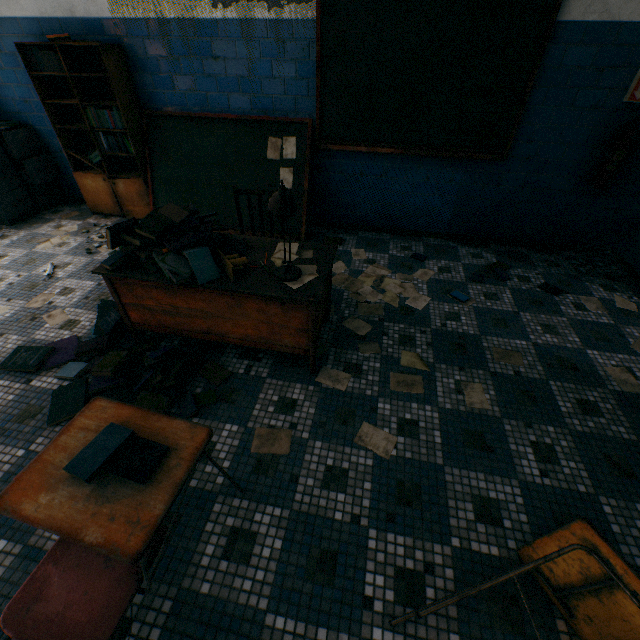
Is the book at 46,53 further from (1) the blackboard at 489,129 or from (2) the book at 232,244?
(2) the book at 232,244

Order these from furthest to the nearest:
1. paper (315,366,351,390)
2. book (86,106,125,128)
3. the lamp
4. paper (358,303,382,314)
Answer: book (86,106,125,128) → paper (358,303,382,314) → paper (315,366,351,390) → the lamp

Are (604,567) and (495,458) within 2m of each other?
yes

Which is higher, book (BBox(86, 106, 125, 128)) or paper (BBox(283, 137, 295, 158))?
book (BBox(86, 106, 125, 128))

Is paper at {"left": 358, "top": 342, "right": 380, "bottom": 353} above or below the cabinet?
below

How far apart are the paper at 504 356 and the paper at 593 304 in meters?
1.1

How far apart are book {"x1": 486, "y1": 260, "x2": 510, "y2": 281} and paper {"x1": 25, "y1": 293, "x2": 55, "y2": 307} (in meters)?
4.34

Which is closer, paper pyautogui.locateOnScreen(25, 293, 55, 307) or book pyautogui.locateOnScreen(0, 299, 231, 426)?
book pyautogui.locateOnScreen(0, 299, 231, 426)
